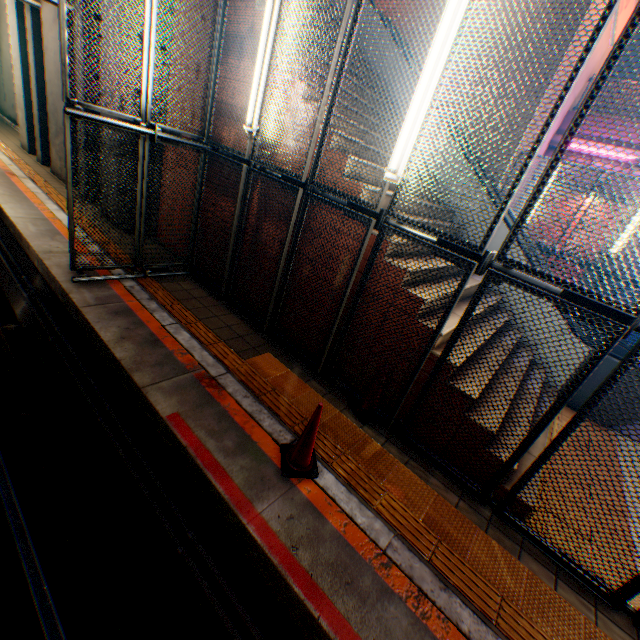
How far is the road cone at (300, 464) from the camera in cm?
322

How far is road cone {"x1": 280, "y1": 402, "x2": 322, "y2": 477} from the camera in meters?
3.2 m

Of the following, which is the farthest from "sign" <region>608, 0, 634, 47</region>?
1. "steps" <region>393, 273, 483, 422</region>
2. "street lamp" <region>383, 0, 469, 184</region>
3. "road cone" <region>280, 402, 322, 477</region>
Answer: "road cone" <region>280, 402, 322, 477</region>

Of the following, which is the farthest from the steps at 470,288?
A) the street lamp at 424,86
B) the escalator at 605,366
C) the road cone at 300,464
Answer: the road cone at 300,464

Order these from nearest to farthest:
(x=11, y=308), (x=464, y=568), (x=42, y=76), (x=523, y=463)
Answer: (x=464, y=568) → (x=523, y=463) → (x=11, y=308) → (x=42, y=76)

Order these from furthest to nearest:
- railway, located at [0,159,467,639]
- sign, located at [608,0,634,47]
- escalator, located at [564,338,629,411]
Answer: sign, located at [608,0,634,47] → escalator, located at [564,338,629,411] → railway, located at [0,159,467,639]

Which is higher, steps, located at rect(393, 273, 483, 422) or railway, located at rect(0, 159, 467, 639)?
steps, located at rect(393, 273, 483, 422)

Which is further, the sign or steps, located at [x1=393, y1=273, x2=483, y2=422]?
the sign
